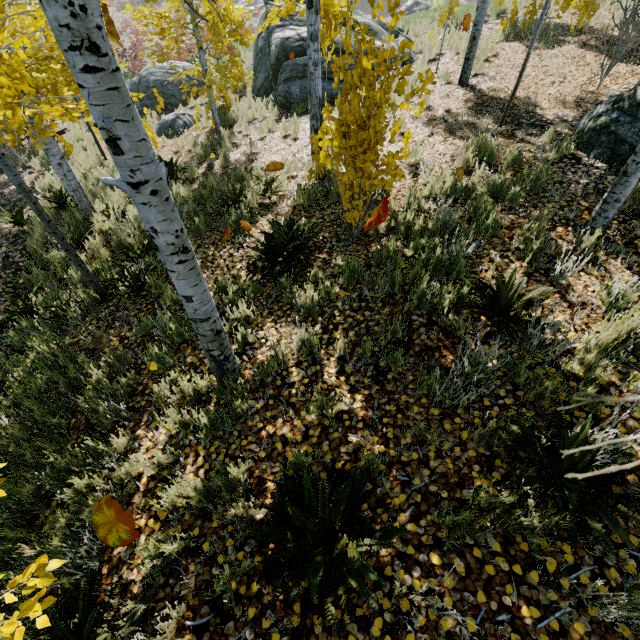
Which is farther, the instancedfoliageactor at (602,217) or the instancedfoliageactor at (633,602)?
the instancedfoliageactor at (602,217)

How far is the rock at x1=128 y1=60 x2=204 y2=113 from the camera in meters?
13.5

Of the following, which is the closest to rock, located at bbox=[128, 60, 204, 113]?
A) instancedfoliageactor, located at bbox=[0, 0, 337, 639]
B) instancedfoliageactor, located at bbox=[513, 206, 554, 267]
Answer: instancedfoliageactor, located at bbox=[0, 0, 337, 639]

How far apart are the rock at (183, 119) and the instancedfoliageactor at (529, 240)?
11.9 meters

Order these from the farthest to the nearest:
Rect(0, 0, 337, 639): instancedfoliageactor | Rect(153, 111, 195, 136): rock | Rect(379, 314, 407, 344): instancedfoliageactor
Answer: Rect(153, 111, 195, 136): rock < Rect(379, 314, 407, 344): instancedfoliageactor < Rect(0, 0, 337, 639): instancedfoliageactor

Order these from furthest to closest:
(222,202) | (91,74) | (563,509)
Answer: (222,202)
(563,509)
(91,74)

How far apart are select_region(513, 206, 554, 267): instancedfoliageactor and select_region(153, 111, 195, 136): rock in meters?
11.9 m

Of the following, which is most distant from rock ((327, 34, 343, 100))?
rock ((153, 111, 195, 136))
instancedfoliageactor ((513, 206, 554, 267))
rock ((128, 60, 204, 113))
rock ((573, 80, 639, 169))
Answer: instancedfoliageactor ((513, 206, 554, 267))
